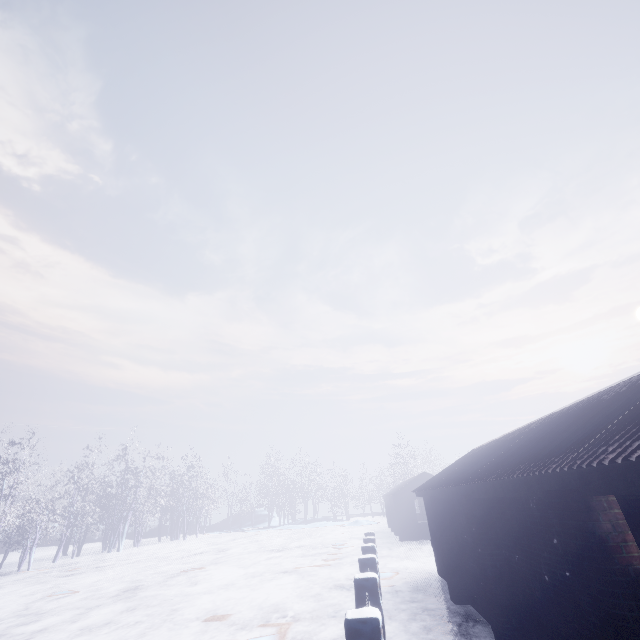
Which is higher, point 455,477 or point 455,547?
point 455,477
